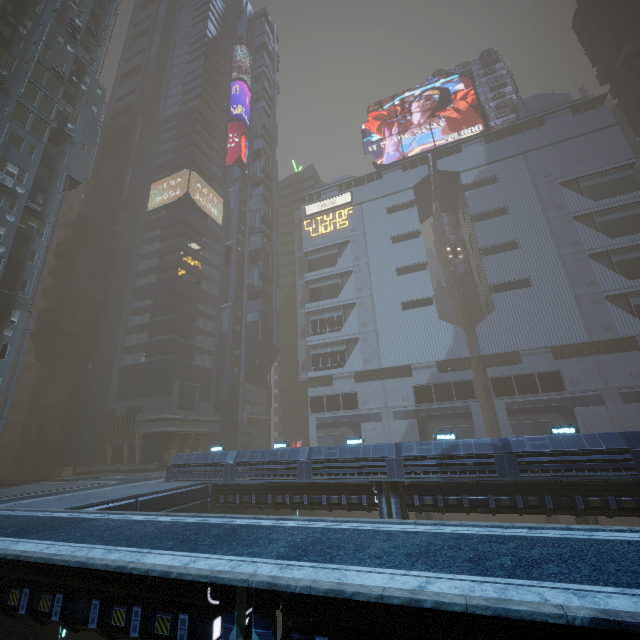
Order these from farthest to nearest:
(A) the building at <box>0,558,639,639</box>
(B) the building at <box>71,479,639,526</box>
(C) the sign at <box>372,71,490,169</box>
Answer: (C) the sign at <box>372,71,490,169</box>
(B) the building at <box>71,479,639,526</box>
(A) the building at <box>0,558,639,639</box>

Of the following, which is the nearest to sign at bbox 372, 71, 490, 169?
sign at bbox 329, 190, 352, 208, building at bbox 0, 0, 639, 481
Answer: building at bbox 0, 0, 639, 481

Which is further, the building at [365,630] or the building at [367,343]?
the building at [367,343]

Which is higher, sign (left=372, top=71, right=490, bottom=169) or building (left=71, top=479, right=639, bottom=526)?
sign (left=372, top=71, right=490, bottom=169)

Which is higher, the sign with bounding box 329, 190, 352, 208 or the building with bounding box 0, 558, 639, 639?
the sign with bounding box 329, 190, 352, 208

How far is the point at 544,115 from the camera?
49.8m

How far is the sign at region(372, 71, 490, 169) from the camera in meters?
54.6

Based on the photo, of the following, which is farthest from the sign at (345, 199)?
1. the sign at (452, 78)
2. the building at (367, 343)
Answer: the sign at (452, 78)
